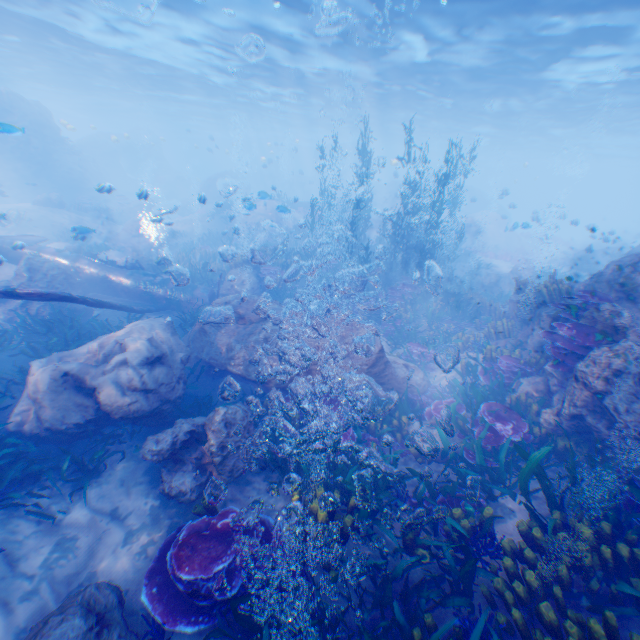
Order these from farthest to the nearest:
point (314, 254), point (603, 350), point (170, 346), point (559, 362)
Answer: point (314, 254) → point (170, 346) → point (559, 362) → point (603, 350)

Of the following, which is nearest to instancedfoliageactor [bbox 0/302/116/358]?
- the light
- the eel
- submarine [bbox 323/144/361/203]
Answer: submarine [bbox 323/144/361/203]

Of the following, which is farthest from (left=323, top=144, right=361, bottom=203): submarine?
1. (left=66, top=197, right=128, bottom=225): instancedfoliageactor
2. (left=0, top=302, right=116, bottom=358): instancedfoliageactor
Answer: (left=66, top=197, right=128, bottom=225): instancedfoliageactor

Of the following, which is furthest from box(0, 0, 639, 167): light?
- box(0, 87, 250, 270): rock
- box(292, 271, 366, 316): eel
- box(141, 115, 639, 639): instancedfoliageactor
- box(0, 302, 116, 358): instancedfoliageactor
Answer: box(0, 302, 116, 358): instancedfoliageactor

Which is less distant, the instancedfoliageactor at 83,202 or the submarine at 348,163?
the instancedfoliageactor at 83,202

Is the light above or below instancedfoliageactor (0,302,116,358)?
above

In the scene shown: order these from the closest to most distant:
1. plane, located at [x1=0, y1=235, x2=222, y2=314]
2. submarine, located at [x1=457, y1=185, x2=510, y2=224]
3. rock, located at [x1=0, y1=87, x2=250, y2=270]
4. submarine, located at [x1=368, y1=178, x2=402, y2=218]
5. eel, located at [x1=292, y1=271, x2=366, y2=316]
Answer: plane, located at [x1=0, y1=235, x2=222, y2=314] < eel, located at [x1=292, y1=271, x2=366, y2=316] < rock, located at [x1=0, y1=87, x2=250, y2=270] < submarine, located at [x1=457, y1=185, x2=510, y2=224] < submarine, located at [x1=368, y1=178, x2=402, y2=218]

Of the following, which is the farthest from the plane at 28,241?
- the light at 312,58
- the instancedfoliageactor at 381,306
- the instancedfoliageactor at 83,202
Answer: the instancedfoliageactor at 83,202
